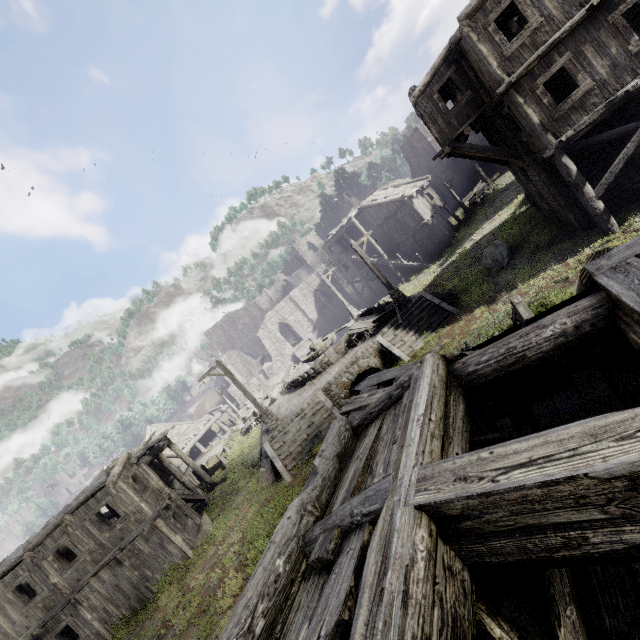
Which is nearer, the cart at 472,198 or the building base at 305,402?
the building base at 305,402

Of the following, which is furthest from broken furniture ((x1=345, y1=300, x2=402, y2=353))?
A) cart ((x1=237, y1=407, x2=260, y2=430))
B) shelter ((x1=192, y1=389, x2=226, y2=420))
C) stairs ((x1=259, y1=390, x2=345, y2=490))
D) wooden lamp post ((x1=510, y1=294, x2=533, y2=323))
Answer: shelter ((x1=192, y1=389, x2=226, y2=420))

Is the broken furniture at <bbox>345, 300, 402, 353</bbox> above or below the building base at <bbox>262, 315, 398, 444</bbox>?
above

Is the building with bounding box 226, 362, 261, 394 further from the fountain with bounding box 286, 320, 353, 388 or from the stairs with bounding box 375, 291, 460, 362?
the fountain with bounding box 286, 320, 353, 388

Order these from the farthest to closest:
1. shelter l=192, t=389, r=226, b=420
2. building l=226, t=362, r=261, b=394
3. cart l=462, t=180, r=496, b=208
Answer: shelter l=192, t=389, r=226, b=420 < building l=226, t=362, r=261, b=394 < cart l=462, t=180, r=496, b=208

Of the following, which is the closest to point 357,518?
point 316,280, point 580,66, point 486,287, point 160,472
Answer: point 580,66

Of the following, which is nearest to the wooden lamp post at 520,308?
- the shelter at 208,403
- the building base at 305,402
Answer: the building base at 305,402

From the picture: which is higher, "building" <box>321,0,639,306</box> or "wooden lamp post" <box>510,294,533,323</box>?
"building" <box>321,0,639,306</box>
